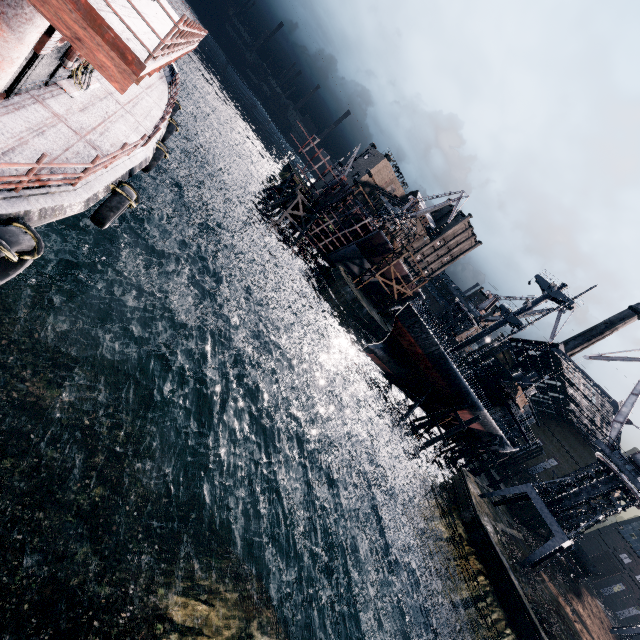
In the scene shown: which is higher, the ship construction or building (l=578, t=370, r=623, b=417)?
building (l=578, t=370, r=623, b=417)

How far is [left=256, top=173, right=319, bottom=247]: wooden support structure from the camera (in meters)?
49.42

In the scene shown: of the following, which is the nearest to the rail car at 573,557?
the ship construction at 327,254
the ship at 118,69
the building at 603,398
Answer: the building at 603,398

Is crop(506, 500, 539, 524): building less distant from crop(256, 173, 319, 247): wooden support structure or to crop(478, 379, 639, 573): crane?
crop(478, 379, 639, 573): crane

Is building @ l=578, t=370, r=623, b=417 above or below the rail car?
above

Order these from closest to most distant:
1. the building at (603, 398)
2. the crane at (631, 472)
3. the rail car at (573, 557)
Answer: the crane at (631, 472) < the rail car at (573, 557) < the building at (603, 398)

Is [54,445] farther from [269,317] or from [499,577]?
[499,577]

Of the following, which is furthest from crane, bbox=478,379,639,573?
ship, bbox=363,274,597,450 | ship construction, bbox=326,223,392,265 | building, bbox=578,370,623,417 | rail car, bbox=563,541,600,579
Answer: ship construction, bbox=326,223,392,265
